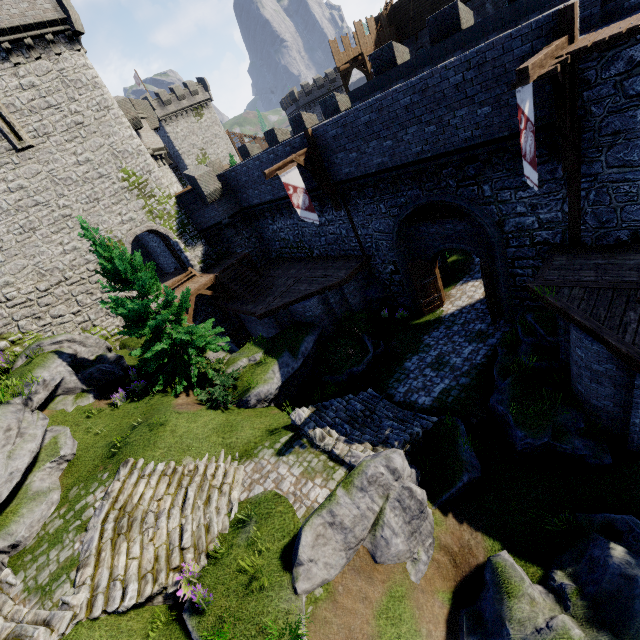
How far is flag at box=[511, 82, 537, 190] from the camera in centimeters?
749cm

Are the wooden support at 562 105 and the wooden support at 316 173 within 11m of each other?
yes

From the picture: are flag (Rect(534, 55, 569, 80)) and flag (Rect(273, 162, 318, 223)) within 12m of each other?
yes

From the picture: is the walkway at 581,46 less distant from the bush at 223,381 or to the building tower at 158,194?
the bush at 223,381

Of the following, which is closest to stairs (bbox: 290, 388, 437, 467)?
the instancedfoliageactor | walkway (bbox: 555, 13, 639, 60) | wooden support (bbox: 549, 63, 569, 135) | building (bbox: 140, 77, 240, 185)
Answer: the instancedfoliageactor

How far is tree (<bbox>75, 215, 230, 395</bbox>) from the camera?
12.40m

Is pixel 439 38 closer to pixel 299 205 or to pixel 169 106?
pixel 299 205
